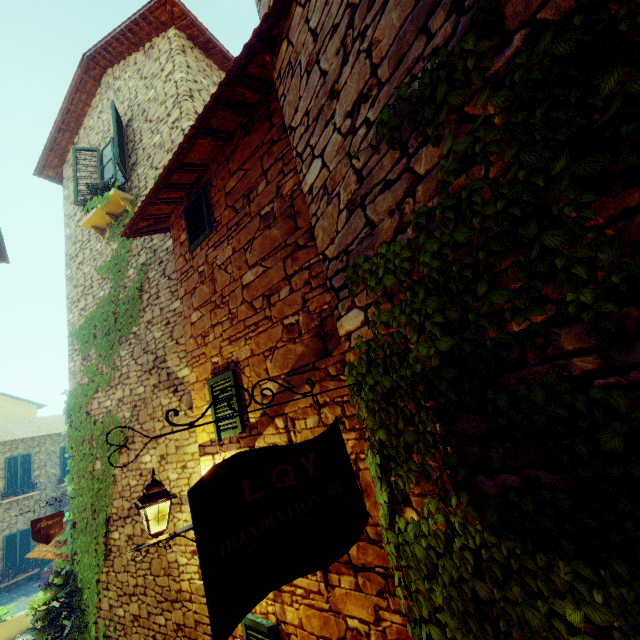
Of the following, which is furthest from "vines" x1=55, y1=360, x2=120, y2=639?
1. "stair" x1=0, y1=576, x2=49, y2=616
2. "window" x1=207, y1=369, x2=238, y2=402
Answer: "window" x1=207, y1=369, x2=238, y2=402

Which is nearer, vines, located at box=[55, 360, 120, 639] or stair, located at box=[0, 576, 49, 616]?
vines, located at box=[55, 360, 120, 639]

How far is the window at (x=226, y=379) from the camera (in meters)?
3.62

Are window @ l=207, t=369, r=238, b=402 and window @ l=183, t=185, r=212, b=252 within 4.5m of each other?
yes

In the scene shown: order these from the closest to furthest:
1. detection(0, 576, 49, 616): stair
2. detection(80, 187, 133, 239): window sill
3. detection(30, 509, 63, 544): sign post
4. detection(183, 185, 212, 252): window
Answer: detection(183, 185, 212, 252): window, detection(30, 509, 63, 544): sign post, detection(80, 187, 133, 239): window sill, detection(0, 576, 49, 616): stair

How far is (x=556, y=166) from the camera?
1.08m

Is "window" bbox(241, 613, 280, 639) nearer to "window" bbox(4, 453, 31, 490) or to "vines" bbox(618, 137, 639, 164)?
"vines" bbox(618, 137, 639, 164)

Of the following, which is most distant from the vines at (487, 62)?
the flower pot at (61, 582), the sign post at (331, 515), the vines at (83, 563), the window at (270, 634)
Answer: the flower pot at (61, 582)
